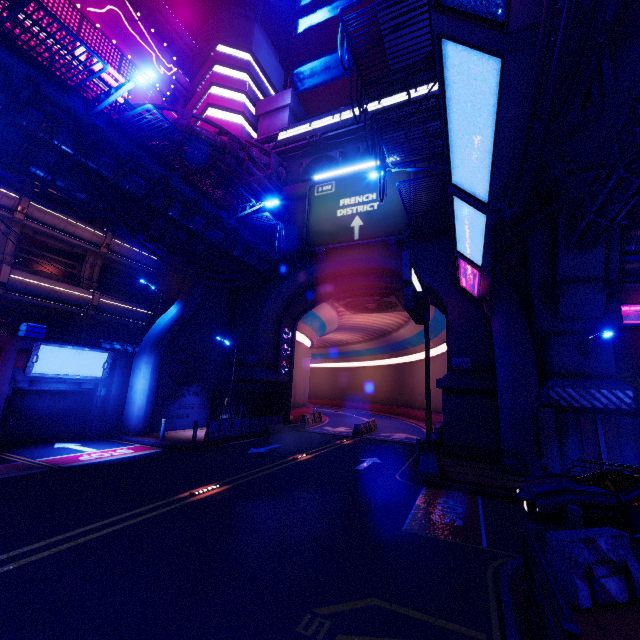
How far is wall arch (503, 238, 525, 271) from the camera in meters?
17.8

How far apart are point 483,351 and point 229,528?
15.3m

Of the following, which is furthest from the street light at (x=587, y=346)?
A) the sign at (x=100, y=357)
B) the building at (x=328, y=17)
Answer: the building at (x=328, y=17)

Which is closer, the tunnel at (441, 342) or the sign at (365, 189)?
the sign at (365, 189)

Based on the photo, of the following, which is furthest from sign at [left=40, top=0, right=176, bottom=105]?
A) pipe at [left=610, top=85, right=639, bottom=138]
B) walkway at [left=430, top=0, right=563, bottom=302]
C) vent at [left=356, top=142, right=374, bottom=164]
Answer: pipe at [left=610, top=85, right=639, bottom=138]

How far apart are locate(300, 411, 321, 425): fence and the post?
22.4 meters

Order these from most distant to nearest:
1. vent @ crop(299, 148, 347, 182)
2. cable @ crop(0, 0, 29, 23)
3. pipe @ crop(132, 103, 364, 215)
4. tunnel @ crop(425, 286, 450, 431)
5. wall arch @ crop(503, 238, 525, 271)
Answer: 1. vent @ crop(299, 148, 347, 182)
2. tunnel @ crop(425, 286, 450, 431)
3. pipe @ crop(132, 103, 364, 215)
4. wall arch @ crop(503, 238, 525, 271)
5. cable @ crop(0, 0, 29, 23)

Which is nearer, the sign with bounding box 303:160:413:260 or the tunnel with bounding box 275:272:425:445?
the sign with bounding box 303:160:413:260
